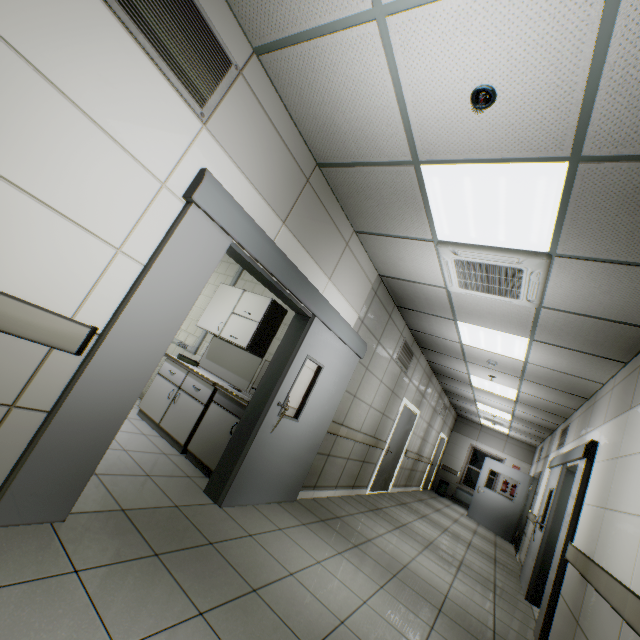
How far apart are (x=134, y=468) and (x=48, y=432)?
1.5 meters

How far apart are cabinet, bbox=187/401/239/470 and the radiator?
12.7m

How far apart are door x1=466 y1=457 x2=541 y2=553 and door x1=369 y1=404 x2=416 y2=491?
3.6 meters

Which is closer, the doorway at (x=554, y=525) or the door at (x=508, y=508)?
the doorway at (x=554, y=525)

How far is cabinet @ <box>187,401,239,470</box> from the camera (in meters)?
3.69

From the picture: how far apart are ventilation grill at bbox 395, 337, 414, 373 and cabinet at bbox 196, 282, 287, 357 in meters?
2.5

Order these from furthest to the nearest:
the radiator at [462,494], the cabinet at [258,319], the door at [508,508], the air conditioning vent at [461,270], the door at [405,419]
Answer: the radiator at [462,494] → the door at [508,508] → the door at [405,419] → the cabinet at [258,319] → the air conditioning vent at [461,270]

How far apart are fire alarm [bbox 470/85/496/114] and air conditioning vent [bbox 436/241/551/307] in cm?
139
